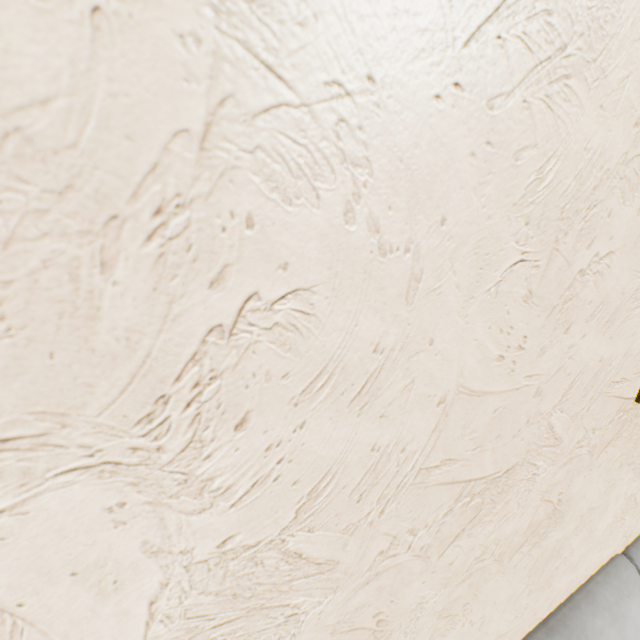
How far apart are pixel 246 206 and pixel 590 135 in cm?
59
